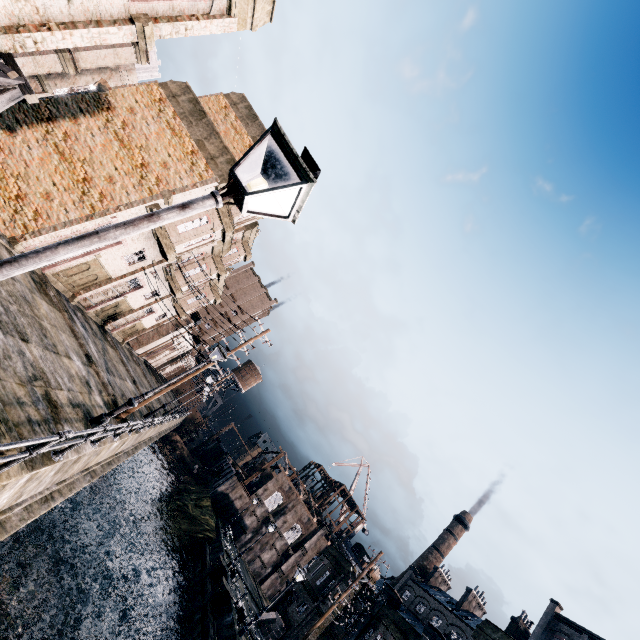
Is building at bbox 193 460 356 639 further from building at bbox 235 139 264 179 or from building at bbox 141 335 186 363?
building at bbox 235 139 264 179

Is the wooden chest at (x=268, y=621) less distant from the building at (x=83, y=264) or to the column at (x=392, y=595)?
the column at (x=392, y=595)

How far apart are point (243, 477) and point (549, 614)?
49.18m

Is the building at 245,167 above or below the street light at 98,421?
above

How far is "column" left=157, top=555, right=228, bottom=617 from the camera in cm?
2883

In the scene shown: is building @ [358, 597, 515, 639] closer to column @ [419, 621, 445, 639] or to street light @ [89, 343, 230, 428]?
column @ [419, 621, 445, 639]

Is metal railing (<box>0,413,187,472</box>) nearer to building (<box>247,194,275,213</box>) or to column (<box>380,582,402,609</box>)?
building (<box>247,194,275,213</box>)
